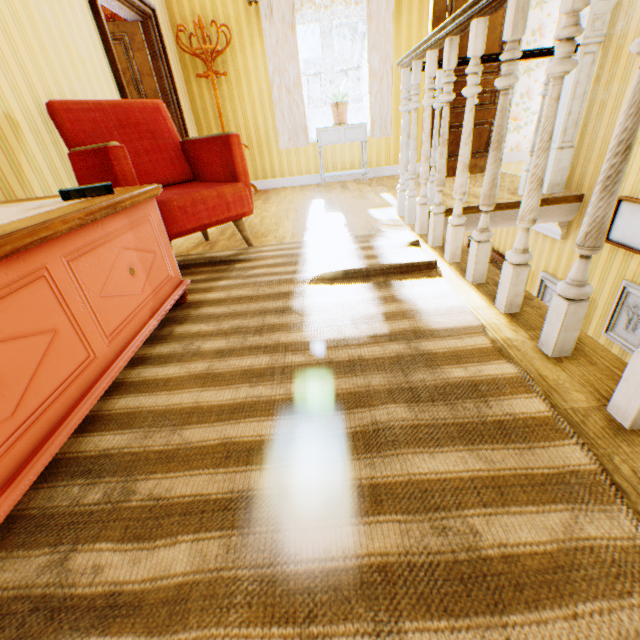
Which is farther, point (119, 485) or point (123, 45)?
point (123, 45)

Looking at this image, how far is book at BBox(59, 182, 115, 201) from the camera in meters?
1.3

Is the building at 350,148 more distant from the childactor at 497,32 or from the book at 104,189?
the book at 104,189

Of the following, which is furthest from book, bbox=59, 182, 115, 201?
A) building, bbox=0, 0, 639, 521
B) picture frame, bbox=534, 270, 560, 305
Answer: picture frame, bbox=534, 270, 560, 305

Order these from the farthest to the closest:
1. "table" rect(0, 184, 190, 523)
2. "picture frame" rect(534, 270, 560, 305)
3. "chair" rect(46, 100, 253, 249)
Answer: "picture frame" rect(534, 270, 560, 305)
"chair" rect(46, 100, 253, 249)
"table" rect(0, 184, 190, 523)

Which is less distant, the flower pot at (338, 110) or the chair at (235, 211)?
the chair at (235, 211)

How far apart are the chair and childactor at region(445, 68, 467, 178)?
3.34m

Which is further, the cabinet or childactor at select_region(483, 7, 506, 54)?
the cabinet
